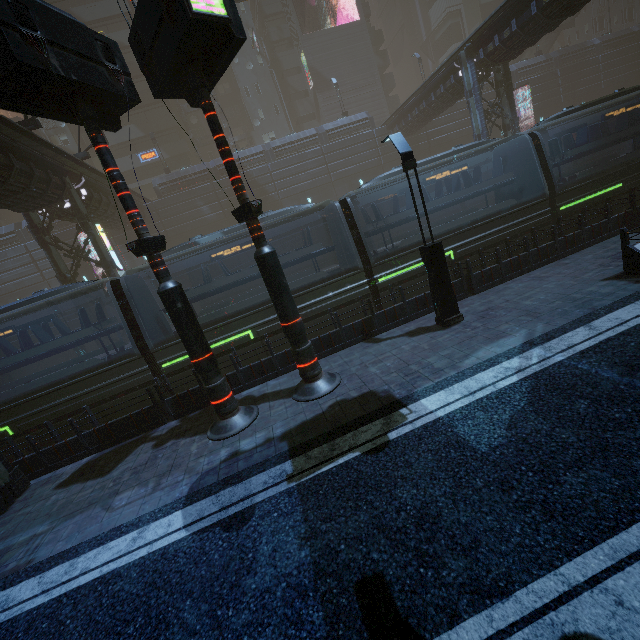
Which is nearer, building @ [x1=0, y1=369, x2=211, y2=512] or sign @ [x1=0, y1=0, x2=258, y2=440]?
sign @ [x1=0, y1=0, x2=258, y2=440]

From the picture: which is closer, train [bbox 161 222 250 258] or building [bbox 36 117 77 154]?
train [bbox 161 222 250 258]

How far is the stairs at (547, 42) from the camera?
39.9m

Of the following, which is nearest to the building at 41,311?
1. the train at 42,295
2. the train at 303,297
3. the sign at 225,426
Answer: the train at 303,297

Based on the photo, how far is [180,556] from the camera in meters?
5.0

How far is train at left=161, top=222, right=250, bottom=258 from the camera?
11.43m

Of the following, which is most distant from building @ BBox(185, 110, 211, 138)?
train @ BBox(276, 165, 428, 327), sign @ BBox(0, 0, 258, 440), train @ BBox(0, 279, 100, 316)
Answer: train @ BBox(0, 279, 100, 316)
